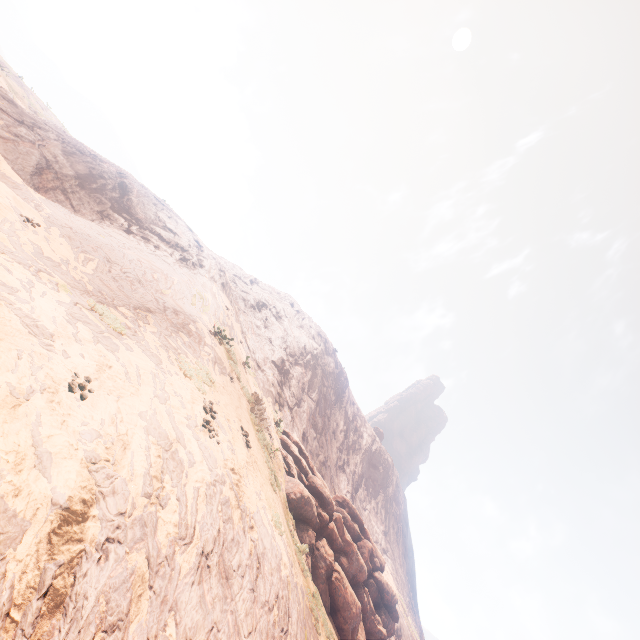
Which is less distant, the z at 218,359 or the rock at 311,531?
the z at 218,359

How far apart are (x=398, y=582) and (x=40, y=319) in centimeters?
5992cm

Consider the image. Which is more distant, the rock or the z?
the rock
